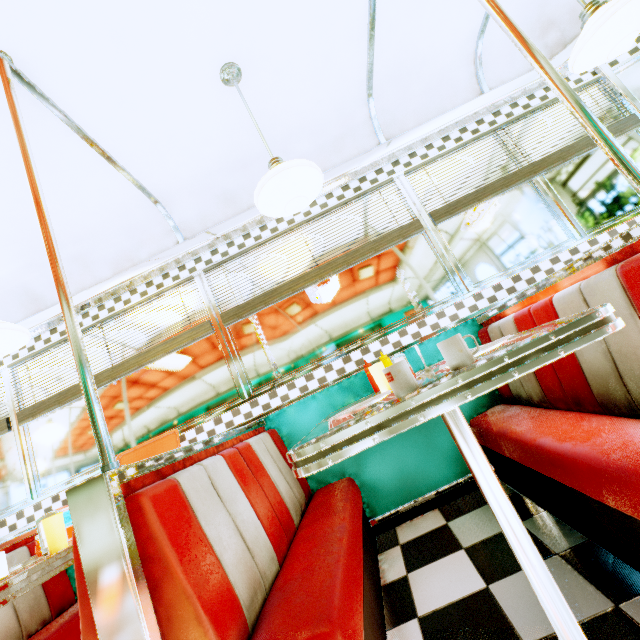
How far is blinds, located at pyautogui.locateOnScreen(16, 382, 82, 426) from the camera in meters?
2.8

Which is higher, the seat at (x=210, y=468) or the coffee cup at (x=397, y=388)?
the coffee cup at (x=397, y=388)

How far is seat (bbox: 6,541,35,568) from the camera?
2.25m

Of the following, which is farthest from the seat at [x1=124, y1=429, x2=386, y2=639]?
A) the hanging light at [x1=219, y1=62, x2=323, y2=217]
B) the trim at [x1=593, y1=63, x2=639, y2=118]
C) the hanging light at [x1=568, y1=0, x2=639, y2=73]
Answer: the trim at [x1=593, y1=63, x2=639, y2=118]

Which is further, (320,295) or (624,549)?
(320,295)

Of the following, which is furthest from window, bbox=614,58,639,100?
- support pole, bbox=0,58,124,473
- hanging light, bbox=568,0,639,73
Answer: support pole, bbox=0,58,124,473

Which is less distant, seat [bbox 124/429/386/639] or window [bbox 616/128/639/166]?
seat [bbox 124/429/386/639]

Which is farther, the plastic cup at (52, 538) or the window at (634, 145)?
the window at (634, 145)
